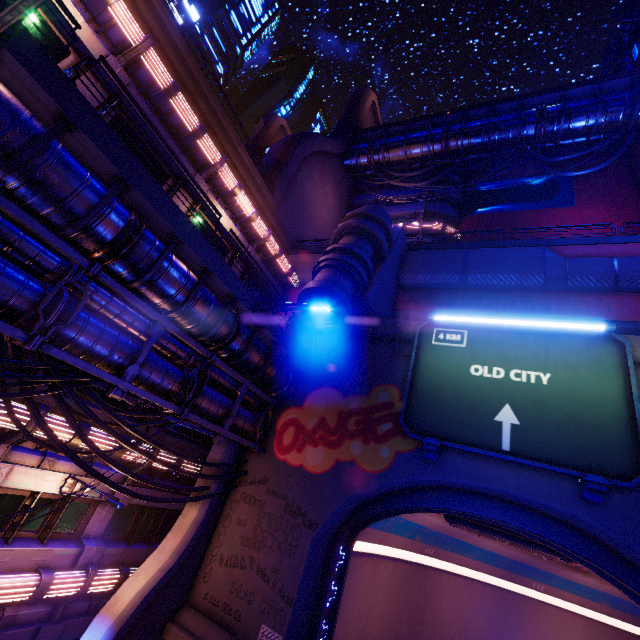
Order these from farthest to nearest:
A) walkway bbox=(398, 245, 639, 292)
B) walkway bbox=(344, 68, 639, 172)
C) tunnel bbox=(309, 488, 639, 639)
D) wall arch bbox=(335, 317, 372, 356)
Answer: walkway bbox=(344, 68, 639, 172) < wall arch bbox=(335, 317, 372, 356) < walkway bbox=(398, 245, 639, 292) < tunnel bbox=(309, 488, 639, 639)

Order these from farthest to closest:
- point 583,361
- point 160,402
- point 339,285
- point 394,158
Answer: point 394,158
point 339,285
point 583,361
point 160,402

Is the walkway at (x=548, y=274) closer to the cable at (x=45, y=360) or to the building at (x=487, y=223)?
the building at (x=487, y=223)

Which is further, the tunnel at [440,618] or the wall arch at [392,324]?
the wall arch at [392,324]

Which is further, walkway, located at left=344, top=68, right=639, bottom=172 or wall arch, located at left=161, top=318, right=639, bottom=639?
walkway, located at left=344, top=68, right=639, bottom=172

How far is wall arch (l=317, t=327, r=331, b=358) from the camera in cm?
1745

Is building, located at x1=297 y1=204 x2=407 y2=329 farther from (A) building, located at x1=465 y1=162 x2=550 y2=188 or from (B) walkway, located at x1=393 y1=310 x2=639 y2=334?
(A) building, located at x1=465 y1=162 x2=550 y2=188
